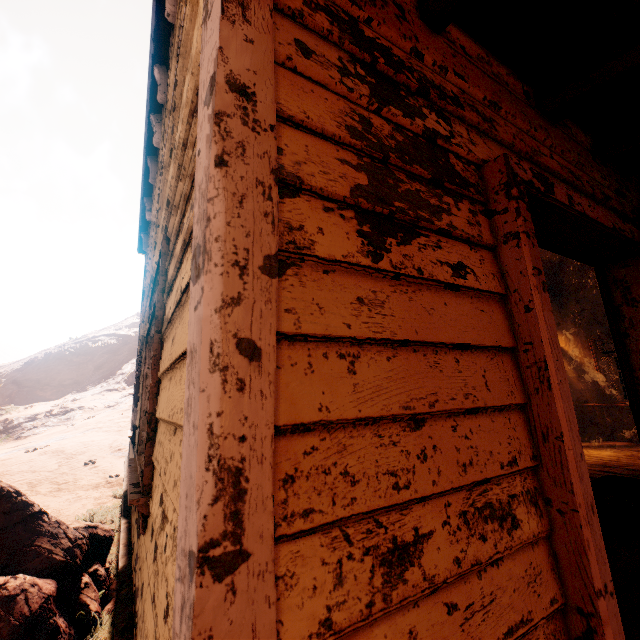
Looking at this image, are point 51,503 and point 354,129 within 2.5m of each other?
no

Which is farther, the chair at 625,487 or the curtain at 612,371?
the curtain at 612,371

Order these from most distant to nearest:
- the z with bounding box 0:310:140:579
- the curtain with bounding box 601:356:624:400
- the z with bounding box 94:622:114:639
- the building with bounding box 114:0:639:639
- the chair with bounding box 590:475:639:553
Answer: the z with bounding box 0:310:140:579, the curtain with bounding box 601:356:624:400, the z with bounding box 94:622:114:639, the chair with bounding box 590:475:639:553, the building with bounding box 114:0:639:639

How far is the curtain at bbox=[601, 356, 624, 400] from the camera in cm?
758

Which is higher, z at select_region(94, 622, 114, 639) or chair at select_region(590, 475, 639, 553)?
chair at select_region(590, 475, 639, 553)

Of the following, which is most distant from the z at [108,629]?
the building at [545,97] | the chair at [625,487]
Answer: the chair at [625,487]

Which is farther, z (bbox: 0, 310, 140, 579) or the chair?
z (bbox: 0, 310, 140, 579)

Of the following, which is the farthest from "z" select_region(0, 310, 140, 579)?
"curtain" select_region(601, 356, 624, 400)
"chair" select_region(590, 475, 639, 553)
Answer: "chair" select_region(590, 475, 639, 553)
